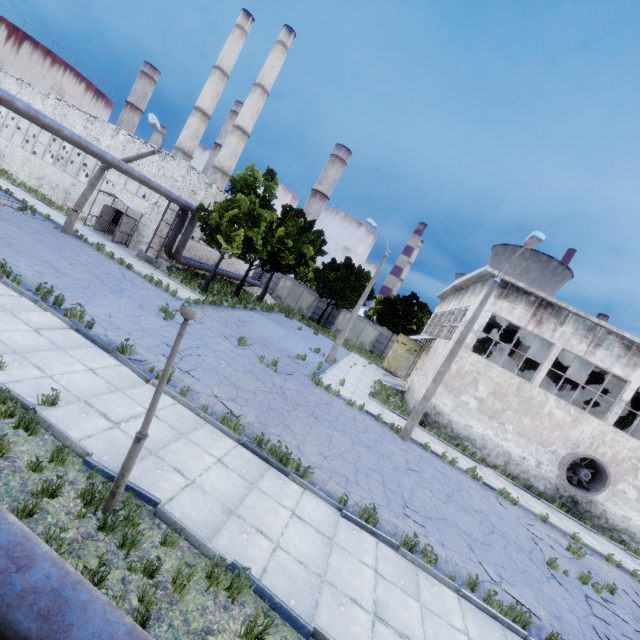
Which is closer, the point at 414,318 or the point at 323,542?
the point at 323,542

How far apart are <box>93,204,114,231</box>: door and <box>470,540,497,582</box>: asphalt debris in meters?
29.7 m

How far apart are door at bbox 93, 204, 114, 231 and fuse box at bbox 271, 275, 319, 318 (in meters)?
19.77

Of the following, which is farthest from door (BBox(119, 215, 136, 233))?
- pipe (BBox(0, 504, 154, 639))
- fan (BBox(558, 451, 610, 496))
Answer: fan (BBox(558, 451, 610, 496))

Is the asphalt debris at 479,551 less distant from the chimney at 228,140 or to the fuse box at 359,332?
the fuse box at 359,332

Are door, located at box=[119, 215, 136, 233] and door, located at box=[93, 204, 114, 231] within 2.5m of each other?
yes

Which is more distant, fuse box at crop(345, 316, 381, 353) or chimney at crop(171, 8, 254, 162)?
chimney at crop(171, 8, 254, 162)

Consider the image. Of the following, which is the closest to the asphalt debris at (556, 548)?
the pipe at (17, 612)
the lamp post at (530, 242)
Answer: the lamp post at (530, 242)
